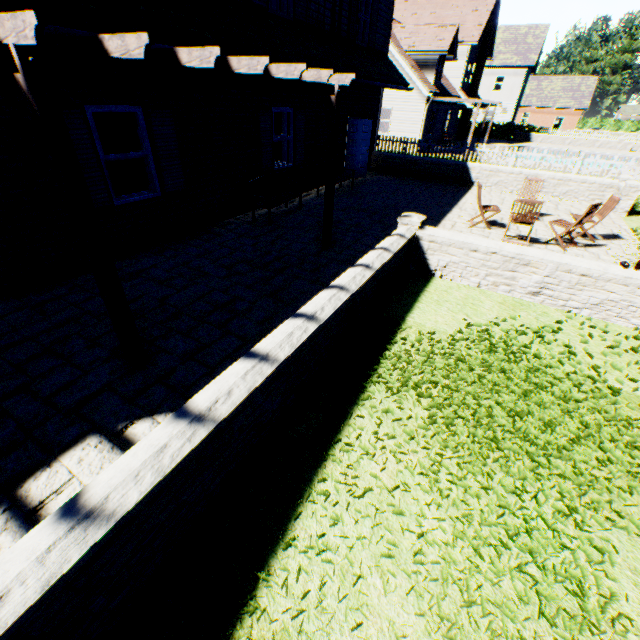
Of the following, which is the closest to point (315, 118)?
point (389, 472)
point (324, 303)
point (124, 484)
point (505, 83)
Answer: point (324, 303)

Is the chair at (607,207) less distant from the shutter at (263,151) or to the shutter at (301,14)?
the shutter at (263,151)

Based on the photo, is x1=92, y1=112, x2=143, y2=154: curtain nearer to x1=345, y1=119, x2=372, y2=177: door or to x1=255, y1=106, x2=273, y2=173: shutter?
x1=255, y1=106, x2=273, y2=173: shutter

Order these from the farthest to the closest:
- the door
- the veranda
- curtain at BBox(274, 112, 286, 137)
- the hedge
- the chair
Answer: the hedge
the door
curtain at BBox(274, 112, 286, 137)
the chair
the veranda

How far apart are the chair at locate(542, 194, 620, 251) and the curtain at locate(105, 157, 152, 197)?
Result: 9.6 meters

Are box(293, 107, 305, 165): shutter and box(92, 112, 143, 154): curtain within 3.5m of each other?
no

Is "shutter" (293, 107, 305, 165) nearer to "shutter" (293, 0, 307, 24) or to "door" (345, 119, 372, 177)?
"shutter" (293, 0, 307, 24)

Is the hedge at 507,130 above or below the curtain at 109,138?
below
